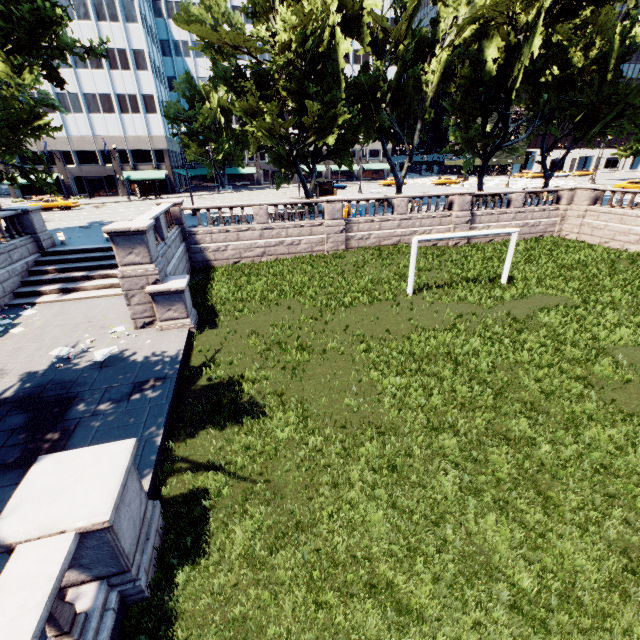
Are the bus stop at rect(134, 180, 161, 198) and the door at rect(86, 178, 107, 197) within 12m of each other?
yes

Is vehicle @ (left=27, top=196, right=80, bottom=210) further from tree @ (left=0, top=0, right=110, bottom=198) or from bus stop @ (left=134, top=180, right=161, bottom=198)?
tree @ (left=0, top=0, right=110, bottom=198)

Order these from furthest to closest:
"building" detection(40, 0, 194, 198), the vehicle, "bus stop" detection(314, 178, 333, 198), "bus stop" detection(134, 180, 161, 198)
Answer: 1. "bus stop" detection(134, 180, 161, 198)
2. "building" detection(40, 0, 194, 198)
3. "bus stop" detection(314, 178, 333, 198)
4. the vehicle

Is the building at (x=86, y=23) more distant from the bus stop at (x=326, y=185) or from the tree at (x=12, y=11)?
the bus stop at (x=326, y=185)

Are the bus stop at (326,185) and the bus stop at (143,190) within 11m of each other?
no

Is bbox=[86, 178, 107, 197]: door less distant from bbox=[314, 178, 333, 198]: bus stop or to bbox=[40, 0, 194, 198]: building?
bbox=[40, 0, 194, 198]: building

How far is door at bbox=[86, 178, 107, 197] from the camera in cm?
5304

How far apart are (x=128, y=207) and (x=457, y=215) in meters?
38.6 m
